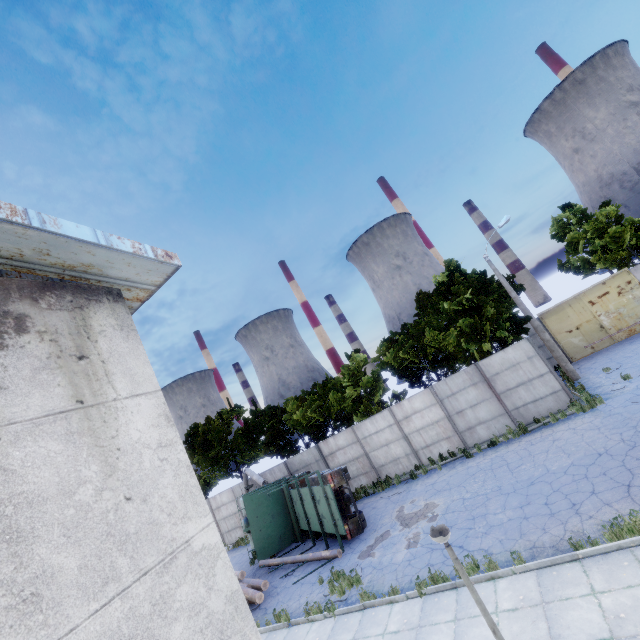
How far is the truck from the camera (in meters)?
14.22

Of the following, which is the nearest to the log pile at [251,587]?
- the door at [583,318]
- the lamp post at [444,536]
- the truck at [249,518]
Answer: the truck at [249,518]

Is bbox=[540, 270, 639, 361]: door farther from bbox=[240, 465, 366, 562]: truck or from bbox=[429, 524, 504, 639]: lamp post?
bbox=[429, 524, 504, 639]: lamp post

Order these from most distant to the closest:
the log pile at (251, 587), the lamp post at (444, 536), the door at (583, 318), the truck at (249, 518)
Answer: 1. the door at (583, 318)
2. the truck at (249, 518)
3. the log pile at (251, 587)
4. the lamp post at (444, 536)

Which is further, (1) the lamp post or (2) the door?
(2) the door

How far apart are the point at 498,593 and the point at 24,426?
10.0m

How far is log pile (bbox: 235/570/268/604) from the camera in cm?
1234
